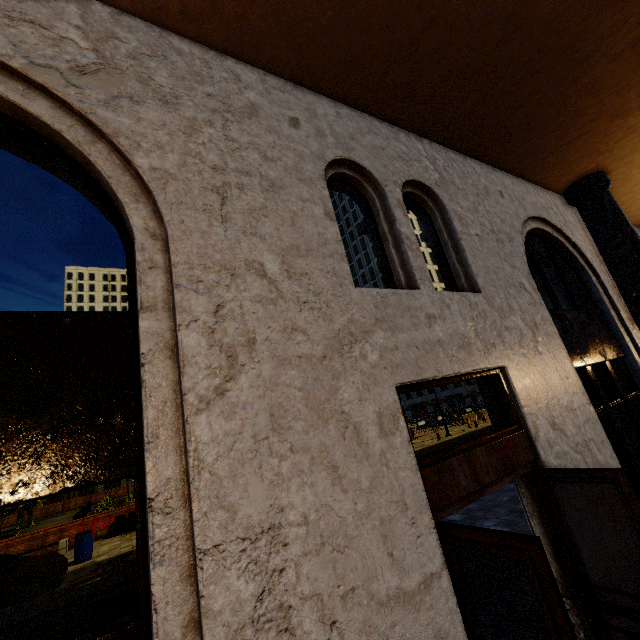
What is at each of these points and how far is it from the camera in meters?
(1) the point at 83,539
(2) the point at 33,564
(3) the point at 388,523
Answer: (1) barrel, 13.1 m
(2) car, 10.4 m
(3) building, 2.2 m

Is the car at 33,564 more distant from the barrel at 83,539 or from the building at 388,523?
the building at 388,523

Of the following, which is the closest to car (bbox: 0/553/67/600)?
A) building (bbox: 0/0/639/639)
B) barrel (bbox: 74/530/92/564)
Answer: barrel (bbox: 74/530/92/564)

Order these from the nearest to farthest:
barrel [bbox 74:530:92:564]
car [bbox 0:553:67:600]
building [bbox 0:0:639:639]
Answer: building [bbox 0:0:639:639] < car [bbox 0:553:67:600] < barrel [bbox 74:530:92:564]

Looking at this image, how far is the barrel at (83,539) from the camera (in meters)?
12.88

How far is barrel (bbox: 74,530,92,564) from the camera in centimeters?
1288cm

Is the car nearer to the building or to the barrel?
the barrel
